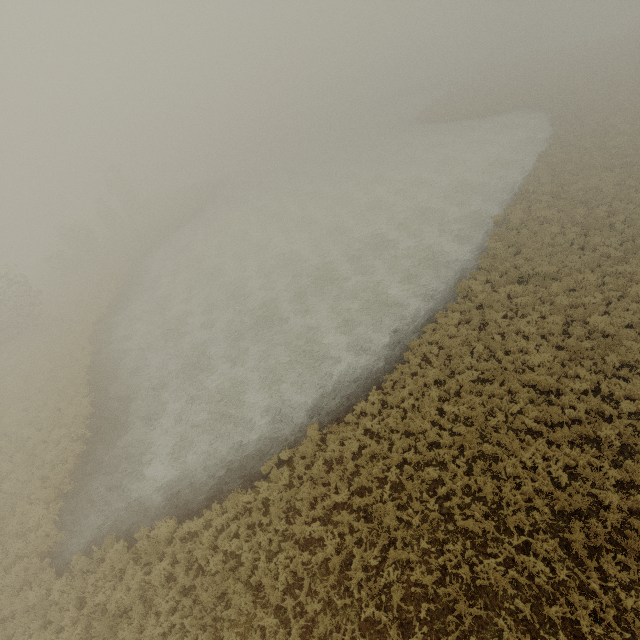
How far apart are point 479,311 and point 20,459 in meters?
24.0 m
